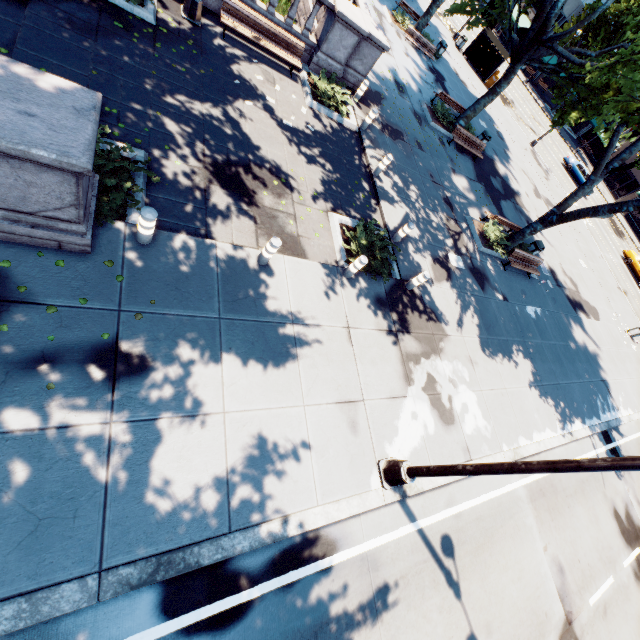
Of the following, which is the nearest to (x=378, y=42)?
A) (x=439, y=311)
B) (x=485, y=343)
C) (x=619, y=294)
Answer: (x=439, y=311)

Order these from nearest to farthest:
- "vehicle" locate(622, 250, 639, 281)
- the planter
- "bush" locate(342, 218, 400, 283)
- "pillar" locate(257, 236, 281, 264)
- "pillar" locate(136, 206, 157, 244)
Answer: "pillar" locate(136, 206, 157, 244) < "pillar" locate(257, 236, 281, 264) < "bush" locate(342, 218, 400, 283) < the planter < "vehicle" locate(622, 250, 639, 281)

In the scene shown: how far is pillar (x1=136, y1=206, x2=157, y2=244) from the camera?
5.6m

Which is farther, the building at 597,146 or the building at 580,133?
the building at 597,146

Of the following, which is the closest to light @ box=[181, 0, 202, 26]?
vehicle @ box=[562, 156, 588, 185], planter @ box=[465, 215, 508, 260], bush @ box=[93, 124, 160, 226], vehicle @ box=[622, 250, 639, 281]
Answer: bush @ box=[93, 124, 160, 226]

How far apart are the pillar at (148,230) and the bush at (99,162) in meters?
0.4

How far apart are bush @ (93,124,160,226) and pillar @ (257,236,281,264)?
2.53m

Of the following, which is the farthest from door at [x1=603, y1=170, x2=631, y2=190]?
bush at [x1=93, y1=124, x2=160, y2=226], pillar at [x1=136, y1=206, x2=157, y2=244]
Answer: pillar at [x1=136, y1=206, x2=157, y2=244]
